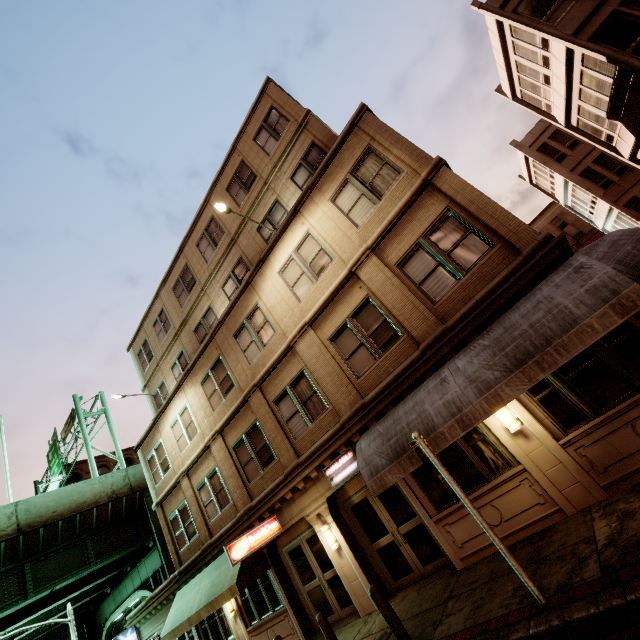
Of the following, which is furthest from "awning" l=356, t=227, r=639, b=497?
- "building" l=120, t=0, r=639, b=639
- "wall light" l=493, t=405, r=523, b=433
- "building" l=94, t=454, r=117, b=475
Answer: "building" l=94, t=454, r=117, b=475

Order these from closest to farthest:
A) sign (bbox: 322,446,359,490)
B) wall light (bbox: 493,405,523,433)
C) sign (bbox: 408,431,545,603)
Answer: sign (bbox: 408,431,545,603)
wall light (bbox: 493,405,523,433)
sign (bbox: 322,446,359,490)

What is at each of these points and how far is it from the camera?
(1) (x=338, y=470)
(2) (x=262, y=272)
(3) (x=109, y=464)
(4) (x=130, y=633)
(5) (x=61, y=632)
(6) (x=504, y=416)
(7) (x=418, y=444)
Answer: (1) sign, 10.4 meters
(2) building, 13.0 meters
(3) building, 46.4 meters
(4) sign, 18.0 meters
(5) building, 32.7 meters
(6) wall light, 7.6 meters
(7) sign, 6.4 meters

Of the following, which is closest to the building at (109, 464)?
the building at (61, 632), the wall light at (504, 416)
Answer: the building at (61, 632)

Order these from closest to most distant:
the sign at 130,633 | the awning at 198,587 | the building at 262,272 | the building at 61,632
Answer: the building at 262,272 < the awning at 198,587 < the sign at 130,633 < the building at 61,632

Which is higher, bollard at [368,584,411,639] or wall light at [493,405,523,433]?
wall light at [493,405,523,433]

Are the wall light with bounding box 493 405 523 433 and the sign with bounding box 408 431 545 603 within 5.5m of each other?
yes

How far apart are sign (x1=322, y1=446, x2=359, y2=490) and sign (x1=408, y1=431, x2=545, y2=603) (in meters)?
3.89
